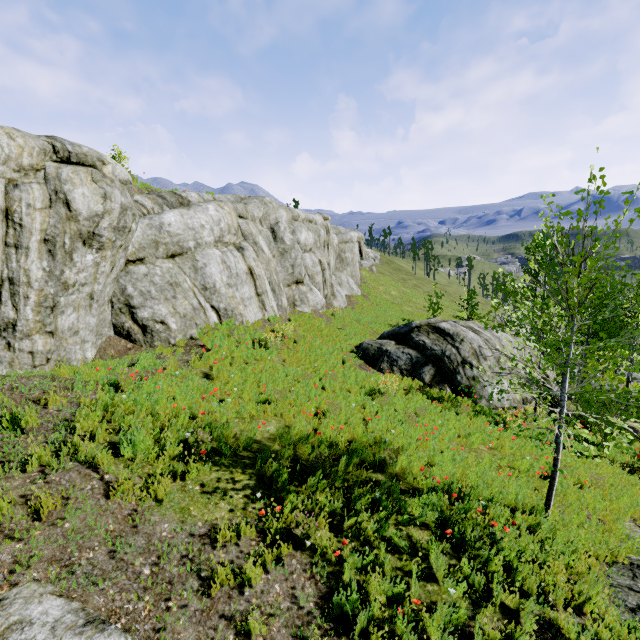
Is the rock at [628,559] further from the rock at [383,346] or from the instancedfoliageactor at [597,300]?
the rock at [383,346]

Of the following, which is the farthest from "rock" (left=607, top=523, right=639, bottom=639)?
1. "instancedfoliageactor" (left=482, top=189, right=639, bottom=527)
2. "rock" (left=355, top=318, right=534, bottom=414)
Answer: "rock" (left=355, top=318, right=534, bottom=414)

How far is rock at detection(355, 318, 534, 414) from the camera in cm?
1319

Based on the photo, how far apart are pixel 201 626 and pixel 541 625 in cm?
424

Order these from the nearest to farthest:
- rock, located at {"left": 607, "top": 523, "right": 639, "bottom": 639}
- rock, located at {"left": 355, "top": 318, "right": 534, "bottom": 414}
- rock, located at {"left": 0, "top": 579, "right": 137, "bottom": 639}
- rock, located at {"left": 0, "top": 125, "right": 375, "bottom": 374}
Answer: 1. rock, located at {"left": 0, "top": 579, "right": 137, "bottom": 639}
2. rock, located at {"left": 607, "top": 523, "right": 639, "bottom": 639}
3. rock, located at {"left": 0, "top": 125, "right": 375, "bottom": 374}
4. rock, located at {"left": 355, "top": 318, "right": 534, "bottom": 414}

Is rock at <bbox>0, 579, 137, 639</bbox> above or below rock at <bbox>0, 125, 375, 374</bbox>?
below
